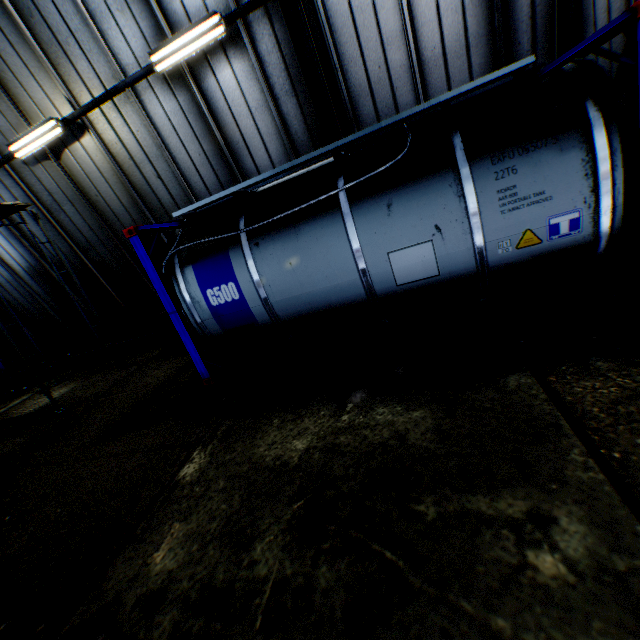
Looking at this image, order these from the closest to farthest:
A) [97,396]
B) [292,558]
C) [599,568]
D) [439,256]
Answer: [599,568] → [292,558] → [439,256] → [97,396]

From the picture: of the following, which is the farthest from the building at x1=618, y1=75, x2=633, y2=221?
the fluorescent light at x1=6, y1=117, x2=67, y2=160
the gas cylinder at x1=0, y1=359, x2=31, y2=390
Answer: the gas cylinder at x1=0, y1=359, x2=31, y2=390

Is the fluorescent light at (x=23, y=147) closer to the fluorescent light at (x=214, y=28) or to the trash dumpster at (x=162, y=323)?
the fluorescent light at (x=214, y=28)

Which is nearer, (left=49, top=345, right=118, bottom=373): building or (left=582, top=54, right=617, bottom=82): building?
(left=582, top=54, right=617, bottom=82): building

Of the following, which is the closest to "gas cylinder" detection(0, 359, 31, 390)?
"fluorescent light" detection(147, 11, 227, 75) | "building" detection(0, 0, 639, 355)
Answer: "building" detection(0, 0, 639, 355)

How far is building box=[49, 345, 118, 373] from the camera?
11.5 meters

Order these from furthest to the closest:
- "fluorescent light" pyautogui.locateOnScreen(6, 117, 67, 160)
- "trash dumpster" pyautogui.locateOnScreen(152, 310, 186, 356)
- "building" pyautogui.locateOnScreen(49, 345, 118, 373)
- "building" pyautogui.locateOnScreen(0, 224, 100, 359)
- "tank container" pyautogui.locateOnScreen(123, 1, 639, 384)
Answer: "building" pyautogui.locateOnScreen(49, 345, 118, 373)
"building" pyautogui.locateOnScreen(0, 224, 100, 359)
"trash dumpster" pyautogui.locateOnScreen(152, 310, 186, 356)
"fluorescent light" pyautogui.locateOnScreen(6, 117, 67, 160)
"tank container" pyautogui.locateOnScreen(123, 1, 639, 384)

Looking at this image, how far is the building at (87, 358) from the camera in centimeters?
1153cm
